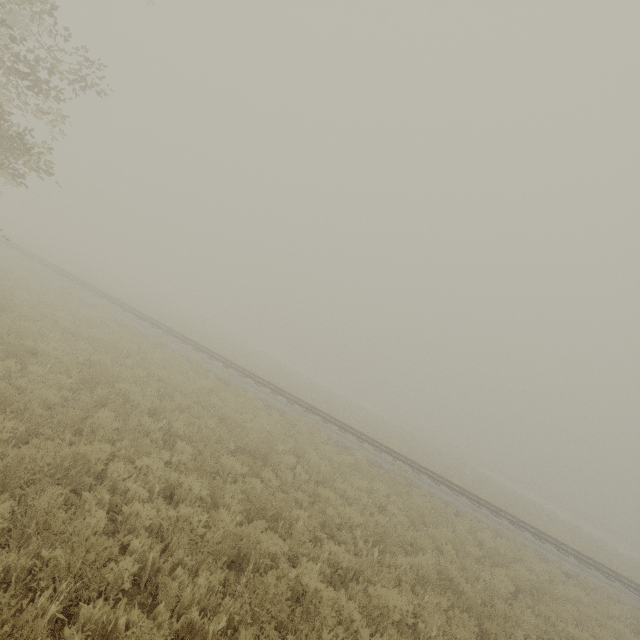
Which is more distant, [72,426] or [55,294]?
[55,294]
